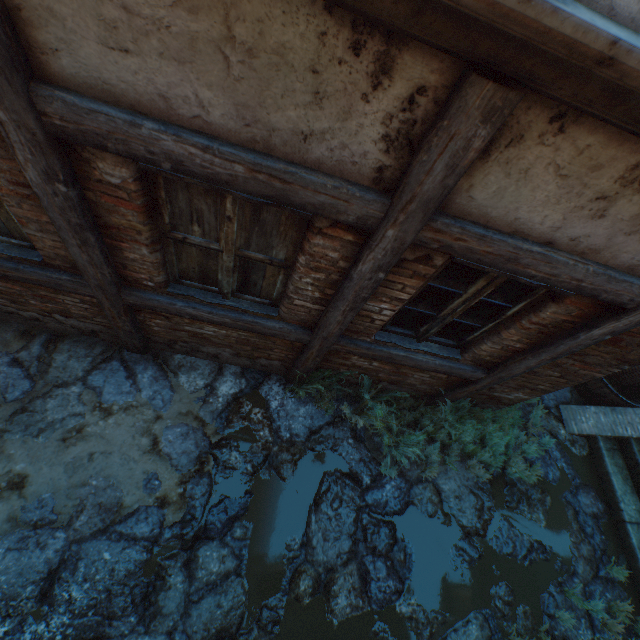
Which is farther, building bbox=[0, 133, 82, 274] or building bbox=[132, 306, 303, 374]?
building bbox=[132, 306, 303, 374]

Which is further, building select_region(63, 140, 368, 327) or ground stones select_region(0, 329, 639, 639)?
ground stones select_region(0, 329, 639, 639)

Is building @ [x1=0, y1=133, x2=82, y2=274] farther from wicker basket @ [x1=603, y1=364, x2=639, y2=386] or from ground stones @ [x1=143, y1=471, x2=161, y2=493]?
wicker basket @ [x1=603, y1=364, x2=639, y2=386]

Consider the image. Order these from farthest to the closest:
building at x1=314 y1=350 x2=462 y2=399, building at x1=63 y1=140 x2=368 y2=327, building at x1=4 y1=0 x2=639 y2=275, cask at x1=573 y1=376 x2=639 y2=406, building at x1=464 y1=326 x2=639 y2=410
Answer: cask at x1=573 y1=376 x2=639 y2=406
building at x1=314 y1=350 x2=462 y2=399
building at x1=464 y1=326 x2=639 y2=410
building at x1=63 y1=140 x2=368 y2=327
building at x1=4 y1=0 x2=639 y2=275

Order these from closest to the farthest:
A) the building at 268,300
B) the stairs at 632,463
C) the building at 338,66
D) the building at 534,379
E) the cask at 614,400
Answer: the building at 338,66, the building at 268,300, the building at 534,379, the stairs at 632,463, the cask at 614,400

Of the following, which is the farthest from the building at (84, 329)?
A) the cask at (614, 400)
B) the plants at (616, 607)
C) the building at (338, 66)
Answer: the cask at (614, 400)

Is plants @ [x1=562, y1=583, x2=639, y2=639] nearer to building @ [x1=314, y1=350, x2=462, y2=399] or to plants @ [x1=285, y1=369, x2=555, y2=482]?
plants @ [x1=285, y1=369, x2=555, y2=482]

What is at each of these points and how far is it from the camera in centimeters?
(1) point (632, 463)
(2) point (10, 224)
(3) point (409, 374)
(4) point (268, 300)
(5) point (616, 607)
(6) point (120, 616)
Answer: (1) stairs, 497cm
(2) building, 247cm
(3) building, 391cm
(4) building, 302cm
(5) plants, 404cm
(6) ground stones, 286cm
